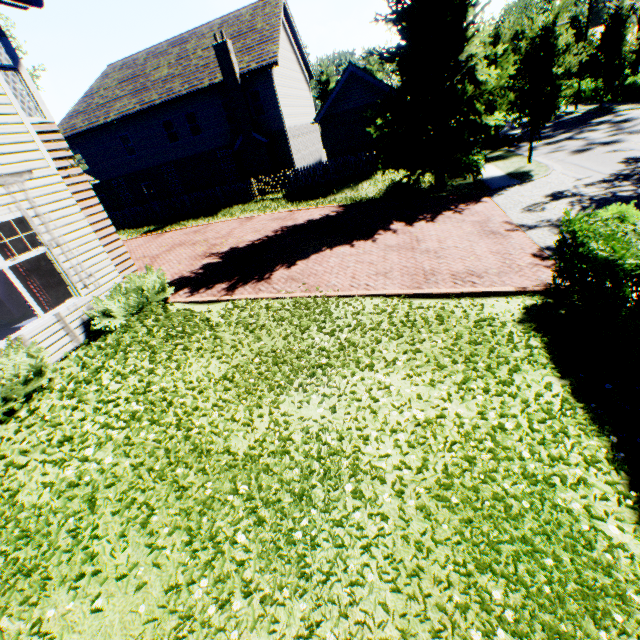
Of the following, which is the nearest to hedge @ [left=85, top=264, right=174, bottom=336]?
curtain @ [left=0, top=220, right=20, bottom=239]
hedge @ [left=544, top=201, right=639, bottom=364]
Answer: curtain @ [left=0, top=220, right=20, bottom=239]

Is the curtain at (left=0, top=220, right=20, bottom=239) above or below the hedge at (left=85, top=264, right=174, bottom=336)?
above

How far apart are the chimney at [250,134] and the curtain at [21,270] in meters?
17.9

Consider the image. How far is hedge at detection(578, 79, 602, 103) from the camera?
32.2m

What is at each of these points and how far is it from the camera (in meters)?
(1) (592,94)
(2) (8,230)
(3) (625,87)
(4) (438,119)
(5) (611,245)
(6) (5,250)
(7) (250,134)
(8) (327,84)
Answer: (1) hedge, 34.84
(2) curtain, 6.50
(3) hedge, 28.30
(4) tree, 13.95
(5) hedge, 5.03
(6) curtain, 6.39
(7) chimney, 21.80
(8) tree, 41.53

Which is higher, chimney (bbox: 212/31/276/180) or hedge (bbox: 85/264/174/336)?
chimney (bbox: 212/31/276/180)

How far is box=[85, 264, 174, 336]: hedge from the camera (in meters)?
7.42

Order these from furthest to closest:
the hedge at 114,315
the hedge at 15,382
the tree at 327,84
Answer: the tree at 327,84
the hedge at 114,315
the hedge at 15,382
